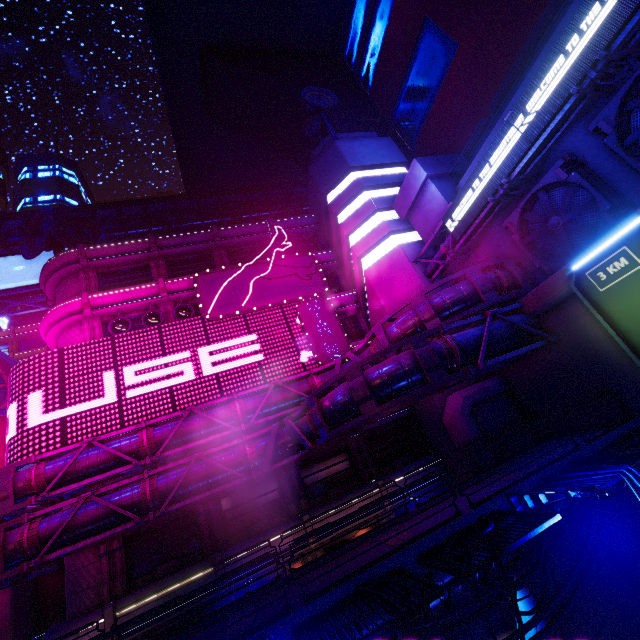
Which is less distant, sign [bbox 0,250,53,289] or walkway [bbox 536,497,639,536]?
walkway [bbox 536,497,639,536]

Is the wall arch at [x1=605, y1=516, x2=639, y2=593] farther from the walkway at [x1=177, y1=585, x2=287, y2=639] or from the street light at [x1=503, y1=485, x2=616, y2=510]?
the street light at [x1=503, y1=485, x2=616, y2=510]

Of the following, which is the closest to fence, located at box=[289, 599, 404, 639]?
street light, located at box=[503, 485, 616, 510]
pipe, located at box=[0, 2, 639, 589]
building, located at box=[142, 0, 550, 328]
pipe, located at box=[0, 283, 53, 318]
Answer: street light, located at box=[503, 485, 616, 510]

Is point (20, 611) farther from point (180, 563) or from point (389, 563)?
point (389, 563)

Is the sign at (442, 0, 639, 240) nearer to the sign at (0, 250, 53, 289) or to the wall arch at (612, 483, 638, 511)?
the wall arch at (612, 483, 638, 511)

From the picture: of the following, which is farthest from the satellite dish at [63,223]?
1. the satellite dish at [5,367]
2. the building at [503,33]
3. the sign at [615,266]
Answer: the sign at [615,266]

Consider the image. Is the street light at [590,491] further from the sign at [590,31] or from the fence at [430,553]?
the sign at [590,31]

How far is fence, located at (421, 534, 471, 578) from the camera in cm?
654
